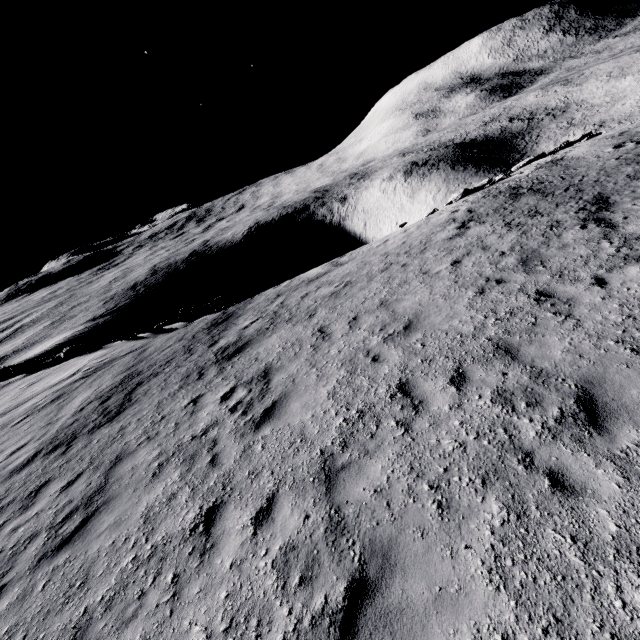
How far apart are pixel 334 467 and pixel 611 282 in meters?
7.0 m

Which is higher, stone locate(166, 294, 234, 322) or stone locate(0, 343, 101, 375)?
stone locate(0, 343, 101, 375)

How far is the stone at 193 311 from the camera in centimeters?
1898cm

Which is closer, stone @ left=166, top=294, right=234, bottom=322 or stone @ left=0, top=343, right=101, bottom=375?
stone @ left=166, top=294, right=234, bottom=322

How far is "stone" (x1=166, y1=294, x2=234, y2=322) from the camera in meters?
19.0 m

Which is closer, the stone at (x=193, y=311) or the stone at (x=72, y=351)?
the stone at (x=193, y=311)
